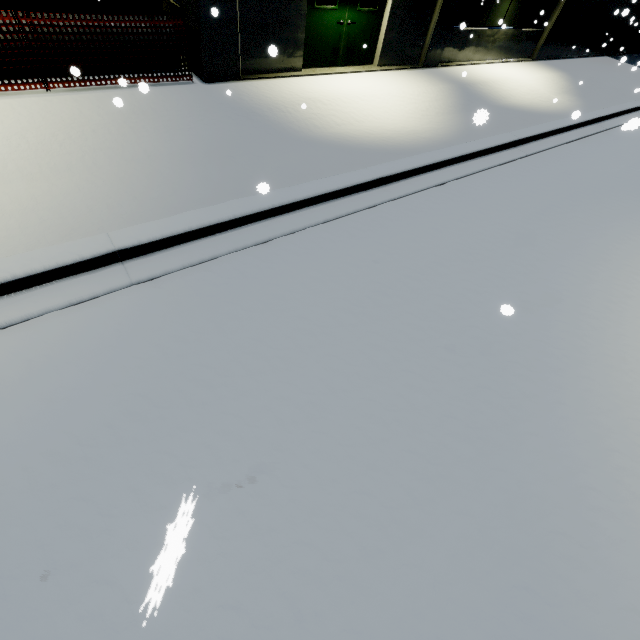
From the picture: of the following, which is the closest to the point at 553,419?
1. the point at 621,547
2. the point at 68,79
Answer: the point at 621,547

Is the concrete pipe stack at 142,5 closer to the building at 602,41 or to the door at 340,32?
the building at 602,41

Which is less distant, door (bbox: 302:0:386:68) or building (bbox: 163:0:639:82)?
building (bbox: 163:0:639:82)

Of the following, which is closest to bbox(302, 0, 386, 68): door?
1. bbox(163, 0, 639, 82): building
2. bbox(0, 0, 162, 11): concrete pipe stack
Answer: bbox(163, 0, 639, 82): building

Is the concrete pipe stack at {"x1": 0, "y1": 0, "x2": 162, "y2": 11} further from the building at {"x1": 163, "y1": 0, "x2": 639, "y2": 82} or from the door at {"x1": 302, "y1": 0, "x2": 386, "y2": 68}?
the door at {"x1": 302, "y1": 0, "x2": 386, "y2": 68}

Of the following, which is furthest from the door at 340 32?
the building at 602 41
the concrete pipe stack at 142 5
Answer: the concrete pipe stack at 142 5

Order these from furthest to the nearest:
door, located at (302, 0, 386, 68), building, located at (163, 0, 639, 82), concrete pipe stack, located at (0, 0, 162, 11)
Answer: door, located at (302, 0, 386, 68), building, located at (163, 0, 639, 82), concrete pipe stack, located at (0, 0, 162, 11)
